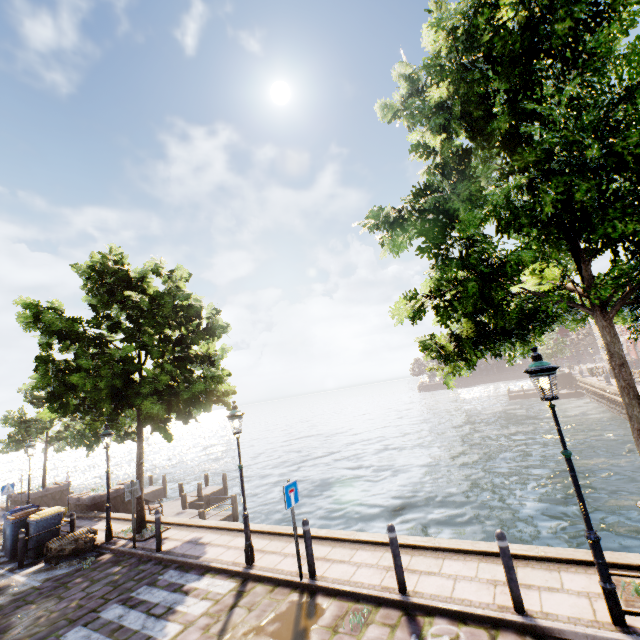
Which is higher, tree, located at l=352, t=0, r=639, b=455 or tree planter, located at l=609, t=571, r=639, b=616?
tree, located at l=352, t=0, r=639, b=455

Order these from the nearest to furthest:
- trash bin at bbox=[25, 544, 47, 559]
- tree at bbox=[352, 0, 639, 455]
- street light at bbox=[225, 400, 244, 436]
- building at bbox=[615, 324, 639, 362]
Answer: tree at bbox=[352, 0, 639, 455] → street light at bbox=[225, 400, 244, 436] → trash bin at bbox=[25, 544, 47, 559] → building at bbox=[615, 324, 639, 362]

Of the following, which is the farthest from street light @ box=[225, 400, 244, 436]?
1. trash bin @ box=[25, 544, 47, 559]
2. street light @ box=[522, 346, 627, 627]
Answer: trash bin @ box=[25, 544, 47, 559]

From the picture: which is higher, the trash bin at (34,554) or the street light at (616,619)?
the street light at (616,619)

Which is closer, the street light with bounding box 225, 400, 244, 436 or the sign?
the sign

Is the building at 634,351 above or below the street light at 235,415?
below

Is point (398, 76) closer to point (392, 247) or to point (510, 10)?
point (510, 10)

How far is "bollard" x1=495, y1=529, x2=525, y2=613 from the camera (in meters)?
4.95
